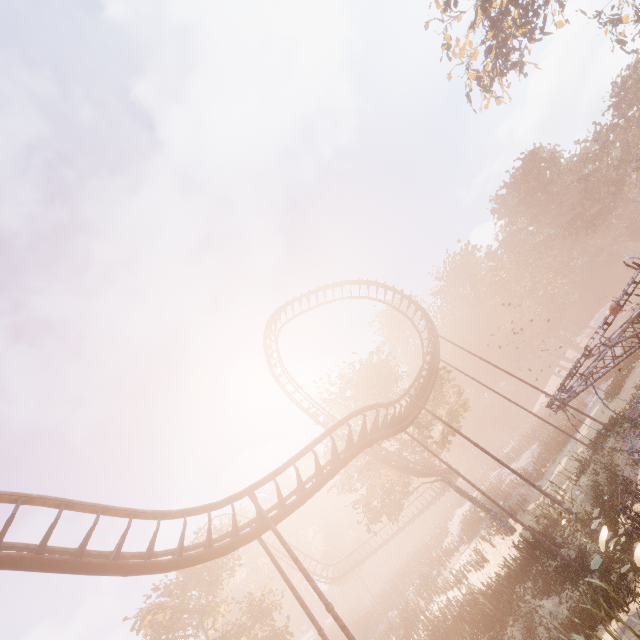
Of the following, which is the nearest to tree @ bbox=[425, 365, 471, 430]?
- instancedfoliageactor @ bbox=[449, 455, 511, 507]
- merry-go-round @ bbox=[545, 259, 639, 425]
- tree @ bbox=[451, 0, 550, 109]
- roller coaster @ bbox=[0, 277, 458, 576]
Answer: roller coaster @ bbox=[0, 277, 458, 576]

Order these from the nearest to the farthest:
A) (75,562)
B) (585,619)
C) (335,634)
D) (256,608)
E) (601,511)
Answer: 1. (75,562)
2. (585,619)
3. (601,511)
4. (256,608)
5. (335,634)

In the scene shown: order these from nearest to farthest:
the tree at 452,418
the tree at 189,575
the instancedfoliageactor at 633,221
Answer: the tree at 189,575, the tree at 452,418, the instancedfoliageactor at 633,221

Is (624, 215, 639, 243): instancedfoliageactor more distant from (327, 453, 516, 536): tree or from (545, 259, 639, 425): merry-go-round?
(327, 453, 516, 536): tree

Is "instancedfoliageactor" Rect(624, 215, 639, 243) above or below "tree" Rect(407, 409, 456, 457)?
below

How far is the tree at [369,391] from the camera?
30.3m

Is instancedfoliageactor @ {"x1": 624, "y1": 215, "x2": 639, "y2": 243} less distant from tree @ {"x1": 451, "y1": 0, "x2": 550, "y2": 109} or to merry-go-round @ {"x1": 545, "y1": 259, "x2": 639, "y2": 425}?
merry-go-round @ {"x1": 545, "y1": 259, "x2": 639, "y2": 425}

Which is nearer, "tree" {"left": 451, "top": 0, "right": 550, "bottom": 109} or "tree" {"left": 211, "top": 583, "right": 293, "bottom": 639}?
"tree" {"left": 211, "top": 583, "right": 293, "bottom": 639}
